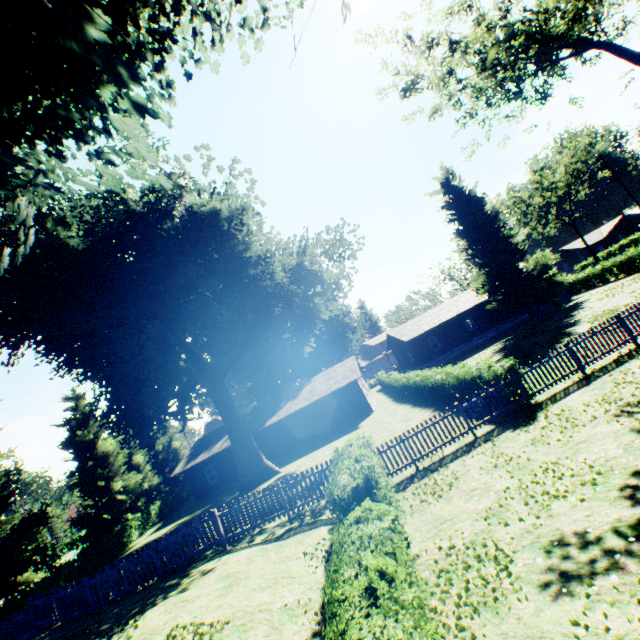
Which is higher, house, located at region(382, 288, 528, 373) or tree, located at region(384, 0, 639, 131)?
tree, located at region(384, 0, 639, 131)

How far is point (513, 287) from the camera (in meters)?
33.25

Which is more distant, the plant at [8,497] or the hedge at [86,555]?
the plant at [8,497]

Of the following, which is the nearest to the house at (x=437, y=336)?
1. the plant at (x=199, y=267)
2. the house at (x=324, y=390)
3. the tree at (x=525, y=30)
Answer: the plant at (x=199, y=267)

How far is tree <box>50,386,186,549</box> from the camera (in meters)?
30.39

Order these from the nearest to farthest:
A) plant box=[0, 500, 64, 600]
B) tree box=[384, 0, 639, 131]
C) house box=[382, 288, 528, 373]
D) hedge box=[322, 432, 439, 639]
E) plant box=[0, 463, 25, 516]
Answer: A: hedge box=[322, 432, 439, 639], tree box=[384, 0, 639, 131], plant box=[0, 500, 64, 600], plant box=[0, 463, 25, 516], house box=[382, 288, 528, 373]

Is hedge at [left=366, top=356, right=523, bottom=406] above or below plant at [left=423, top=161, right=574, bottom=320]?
below

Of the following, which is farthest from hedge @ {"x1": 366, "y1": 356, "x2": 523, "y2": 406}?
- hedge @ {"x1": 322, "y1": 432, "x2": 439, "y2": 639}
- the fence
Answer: hedge @ {"x1": 322, "y1": 432, "x2": 439, "y2": 639}
